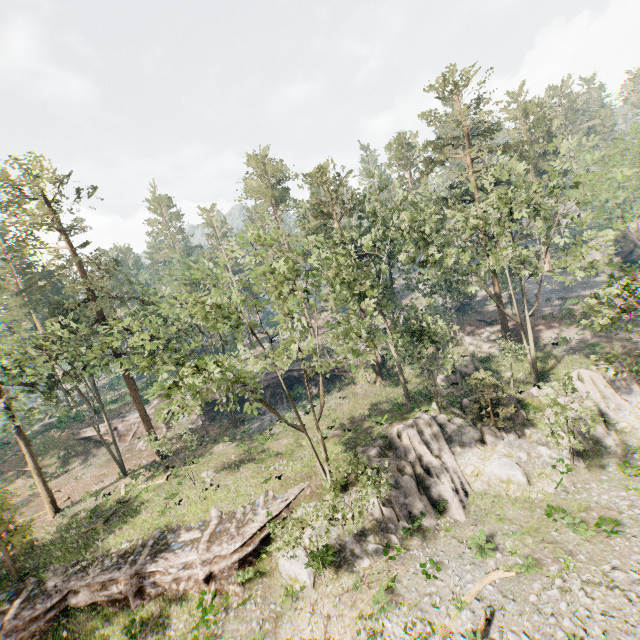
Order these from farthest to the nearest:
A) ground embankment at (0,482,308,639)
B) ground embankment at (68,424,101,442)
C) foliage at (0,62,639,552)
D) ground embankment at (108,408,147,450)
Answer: ground embankment at (68,424,101,442), ground embankment at (108,408,147,450), ground embankment at (0,482,308,639), foliage at (0,62,639,552)

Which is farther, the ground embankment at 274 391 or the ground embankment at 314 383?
the ground embankment at 274 391

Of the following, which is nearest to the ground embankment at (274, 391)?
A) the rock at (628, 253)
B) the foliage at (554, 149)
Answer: the foliage at (554, 149)

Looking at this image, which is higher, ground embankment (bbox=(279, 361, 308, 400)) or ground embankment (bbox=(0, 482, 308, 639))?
ground embankment (bbox=(279, 361, 308, 400))

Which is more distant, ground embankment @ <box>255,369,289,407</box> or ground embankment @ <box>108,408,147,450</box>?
ground embankment @ <box>108,408,147,450</box>

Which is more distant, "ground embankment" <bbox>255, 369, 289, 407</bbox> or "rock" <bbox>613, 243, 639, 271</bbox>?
"rock" <bbox>613, 243, 639, 271</bbox>

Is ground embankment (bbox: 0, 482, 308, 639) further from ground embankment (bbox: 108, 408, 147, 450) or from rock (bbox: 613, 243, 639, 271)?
rock (bbox: 613, 243, 639, 271)

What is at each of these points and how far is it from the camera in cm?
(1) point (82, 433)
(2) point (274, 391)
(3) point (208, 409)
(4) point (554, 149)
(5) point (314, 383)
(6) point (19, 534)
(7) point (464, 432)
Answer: (1) ground embankment, 4447
(2) ground embankment, 4350
(3) ground embankment, 4434
(4) foliage, 2188
(5) ground embankment, 4306
(6) foliage, 2267
(7) rock, 2627
